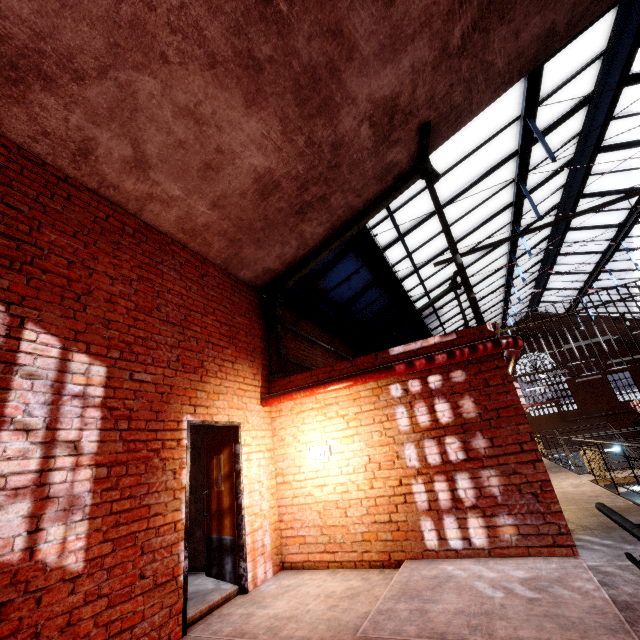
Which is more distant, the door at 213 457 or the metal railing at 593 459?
the metal railing at 593 459

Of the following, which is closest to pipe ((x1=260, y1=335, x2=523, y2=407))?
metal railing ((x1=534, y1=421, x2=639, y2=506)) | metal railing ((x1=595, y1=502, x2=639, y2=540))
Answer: metal railing ((x1=534, y1=421, x2=639, y2=506))

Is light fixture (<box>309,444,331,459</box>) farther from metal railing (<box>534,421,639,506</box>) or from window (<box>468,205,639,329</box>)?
metal railing (<box>534,421,639,506</box>)

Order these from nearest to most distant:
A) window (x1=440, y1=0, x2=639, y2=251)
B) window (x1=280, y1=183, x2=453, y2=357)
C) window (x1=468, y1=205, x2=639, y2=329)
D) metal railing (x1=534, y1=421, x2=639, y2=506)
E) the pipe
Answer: the pipe
metal railing (x1=534, y1=421, x2=639, y2=506)
window (x1=440, y1=0, x2=639, y2=251)
window (x1=280, y1=183, x2=453, y2=357)
window (x1=468, y1=205, x2=639, y2=329)

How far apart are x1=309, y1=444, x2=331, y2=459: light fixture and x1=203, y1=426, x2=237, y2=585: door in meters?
1.3

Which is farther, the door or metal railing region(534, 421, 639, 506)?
metal railing region(534, 421, 639, 506)

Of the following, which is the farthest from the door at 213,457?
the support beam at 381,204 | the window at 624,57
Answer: the window at 624,57

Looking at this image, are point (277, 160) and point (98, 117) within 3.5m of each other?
yes
